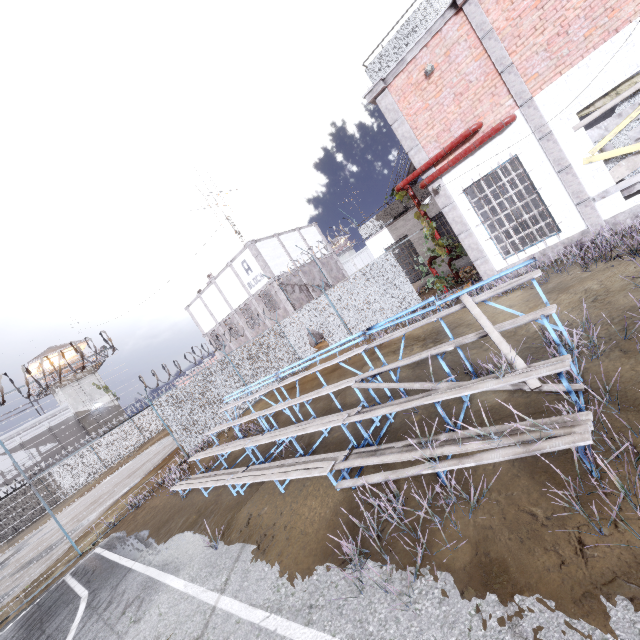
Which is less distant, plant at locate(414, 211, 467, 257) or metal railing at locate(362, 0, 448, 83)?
metal railing at locate(362, 0, 448, 83)

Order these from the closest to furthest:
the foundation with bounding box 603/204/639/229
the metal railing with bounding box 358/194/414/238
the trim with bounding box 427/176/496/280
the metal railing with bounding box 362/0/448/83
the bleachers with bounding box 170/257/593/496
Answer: the bleachers with bounding box 170/257/593/496 → the foundation with bounding box 603/204/639/229 → the metal railing with bounding box 362/0/448/83 → the trim with bounding box 427/176/496/280 → the metal railing with bounding box 358/194/414/238

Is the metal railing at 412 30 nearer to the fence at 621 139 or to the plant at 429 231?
the plant at 429 231

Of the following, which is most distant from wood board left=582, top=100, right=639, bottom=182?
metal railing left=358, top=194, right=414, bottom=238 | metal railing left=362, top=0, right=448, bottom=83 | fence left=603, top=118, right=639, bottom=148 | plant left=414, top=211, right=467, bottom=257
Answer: metal railing left=358, top=194, right=414, bottom=238

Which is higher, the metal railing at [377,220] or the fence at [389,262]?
the metal railing at [377,220]

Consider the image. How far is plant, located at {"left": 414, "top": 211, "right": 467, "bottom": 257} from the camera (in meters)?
11.41

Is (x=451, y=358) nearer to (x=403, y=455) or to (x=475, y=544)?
(x=403, y=455)

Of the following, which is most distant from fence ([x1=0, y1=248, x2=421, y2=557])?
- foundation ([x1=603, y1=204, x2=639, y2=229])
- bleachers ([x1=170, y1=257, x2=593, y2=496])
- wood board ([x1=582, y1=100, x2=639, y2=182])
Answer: bleachers ([x1=170, y1=257, x2=593, y2=496])
